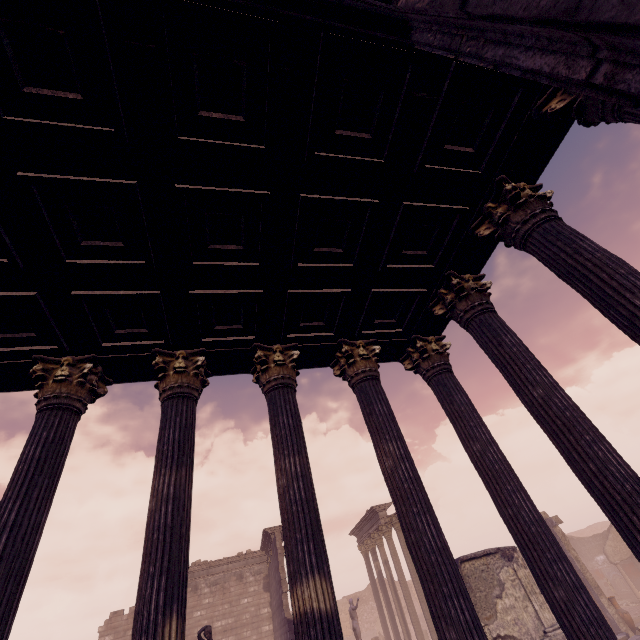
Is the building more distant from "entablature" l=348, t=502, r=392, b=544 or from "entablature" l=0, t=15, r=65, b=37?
"entablature" l=348, t=502, r=392, b=544

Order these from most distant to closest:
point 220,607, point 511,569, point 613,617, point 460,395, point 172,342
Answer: point 220,607
point 613,617
point 511,569
point 460,395
point 172,342

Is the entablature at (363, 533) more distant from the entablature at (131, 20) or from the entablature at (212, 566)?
the entablature at (131, 20)

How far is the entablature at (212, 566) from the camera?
18.31m

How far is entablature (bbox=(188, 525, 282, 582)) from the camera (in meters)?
18.31

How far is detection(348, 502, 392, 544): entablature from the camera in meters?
19.7 m

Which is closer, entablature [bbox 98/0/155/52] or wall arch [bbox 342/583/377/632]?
entablature [bbox 98/0/155/52]
